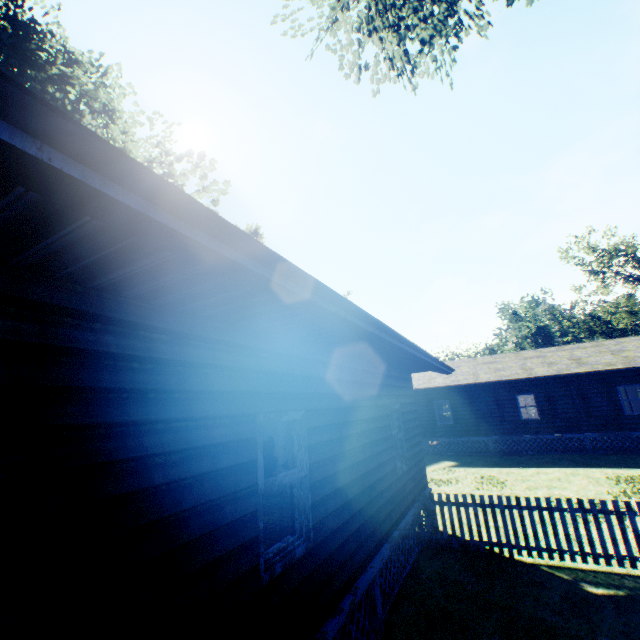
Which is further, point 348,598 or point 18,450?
point 348,598

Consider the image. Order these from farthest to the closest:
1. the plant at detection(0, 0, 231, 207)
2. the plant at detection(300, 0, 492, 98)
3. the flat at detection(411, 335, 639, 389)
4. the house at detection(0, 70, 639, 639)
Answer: the flat at detection(411, 335, 639, 389) < the plant at detection(300, 0, 492, 98) < the plant at detection(0, 0, 231, 207) < the house at detection(0, 70, 639, 639)

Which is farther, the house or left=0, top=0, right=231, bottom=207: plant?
left=0, top=0, right=231, bottom=207: plant

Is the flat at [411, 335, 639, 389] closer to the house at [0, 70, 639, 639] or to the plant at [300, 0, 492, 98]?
the plant at [300, 0, 492, 98]

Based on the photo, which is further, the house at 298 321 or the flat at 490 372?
the flat at 490 372

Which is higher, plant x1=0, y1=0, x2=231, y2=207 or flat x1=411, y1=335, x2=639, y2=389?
plant x1=0, y1=0, x2=231, y2=207

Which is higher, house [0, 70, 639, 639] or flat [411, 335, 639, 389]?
flat [411, 335, 639, 389]

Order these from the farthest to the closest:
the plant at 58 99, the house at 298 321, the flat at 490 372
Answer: the flat at 490 372, the plant at 58 99, the house at 298 321
